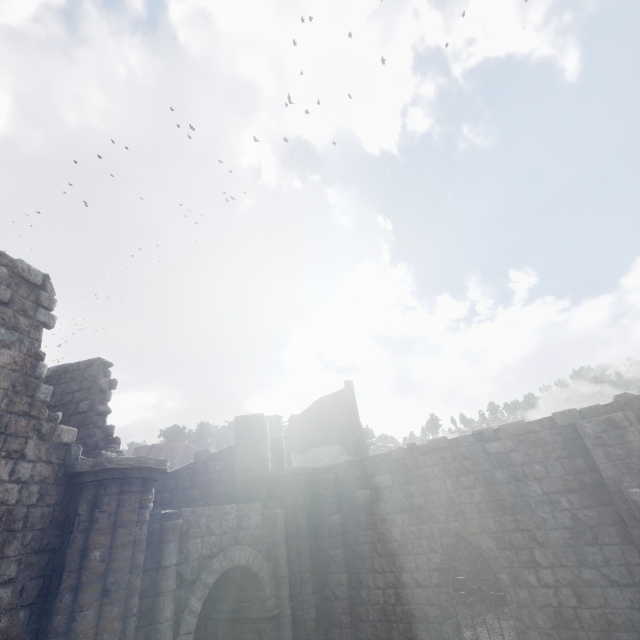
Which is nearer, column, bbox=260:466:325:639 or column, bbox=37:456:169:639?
column, bbox=37:456:169:639

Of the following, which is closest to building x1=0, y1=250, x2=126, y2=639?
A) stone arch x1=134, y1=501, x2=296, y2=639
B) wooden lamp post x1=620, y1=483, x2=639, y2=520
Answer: stone arch x1=134, y1=501, x2=296, y2=639

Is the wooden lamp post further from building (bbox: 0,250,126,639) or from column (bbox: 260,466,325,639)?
column (bbox: 260,466,325,639)

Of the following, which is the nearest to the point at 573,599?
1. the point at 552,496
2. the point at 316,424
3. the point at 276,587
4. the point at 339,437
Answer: the point at 552,496

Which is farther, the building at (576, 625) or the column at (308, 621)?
the column at (308, 621)

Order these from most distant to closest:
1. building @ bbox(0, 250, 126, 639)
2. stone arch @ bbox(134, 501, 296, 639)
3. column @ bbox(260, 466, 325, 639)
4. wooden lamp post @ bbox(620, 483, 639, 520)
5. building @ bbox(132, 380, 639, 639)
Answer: column @ bbox(260, 466, 325, 639) → building @ bbox(132, 380, 639, 639) → stone arch @ bbox(134, 501, 296, 639) → wooden lamp post @ bbox(620, 483, 639, 520) → building @ bbox(0, 250, 126, 639)

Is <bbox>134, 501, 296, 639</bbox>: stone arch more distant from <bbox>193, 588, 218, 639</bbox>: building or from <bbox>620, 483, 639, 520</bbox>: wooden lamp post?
<bbox>620, 483, 639, 520</bbox>: wooden lamp post

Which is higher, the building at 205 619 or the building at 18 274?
the building at 18 274
